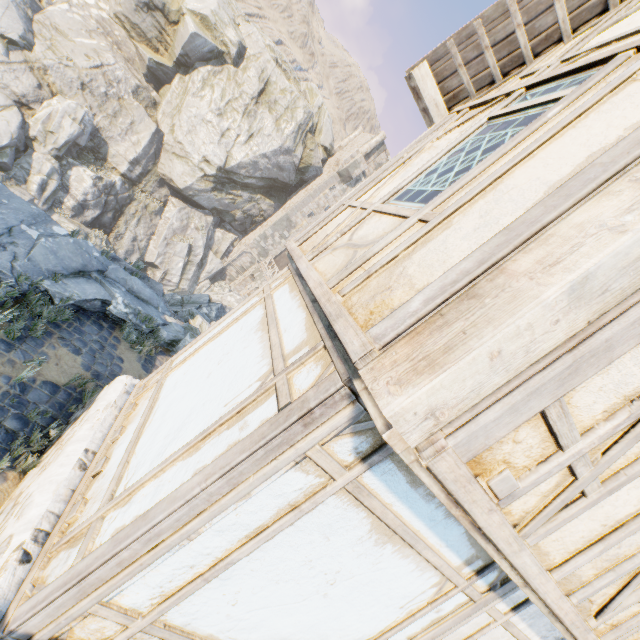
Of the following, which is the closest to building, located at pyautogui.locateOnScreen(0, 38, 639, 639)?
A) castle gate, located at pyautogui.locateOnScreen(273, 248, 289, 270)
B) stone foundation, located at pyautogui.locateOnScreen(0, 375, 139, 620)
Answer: stone foundation, located at pyautogui.locateOnScreen(0, 375, 139, 620)

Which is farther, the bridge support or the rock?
the bridge support

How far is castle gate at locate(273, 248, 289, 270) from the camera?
35.40m

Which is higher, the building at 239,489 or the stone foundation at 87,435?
the building at 239,489

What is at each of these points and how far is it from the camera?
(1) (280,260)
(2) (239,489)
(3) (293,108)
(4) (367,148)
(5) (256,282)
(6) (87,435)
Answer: (1) castle gate, 35.81m
(2) building, 1.93m
(3) rock, 29.52m
(4) chimney, 36.81m
(5) bridge support, 32.75m
(6) stone foundation, 3.63m

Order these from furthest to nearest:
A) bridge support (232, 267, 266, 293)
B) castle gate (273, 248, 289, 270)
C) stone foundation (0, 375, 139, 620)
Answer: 1. castle gate (273, 248, 289, 270)
2. bridge support (232, 267, 266, 293)
3. stone foundation (0, 375, 139, 620)

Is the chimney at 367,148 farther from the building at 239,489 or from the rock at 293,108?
the building at 239,489

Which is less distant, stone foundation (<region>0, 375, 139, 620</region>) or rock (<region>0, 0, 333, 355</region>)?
stone foundation (<region>0, 375, 139, 620</region>)
